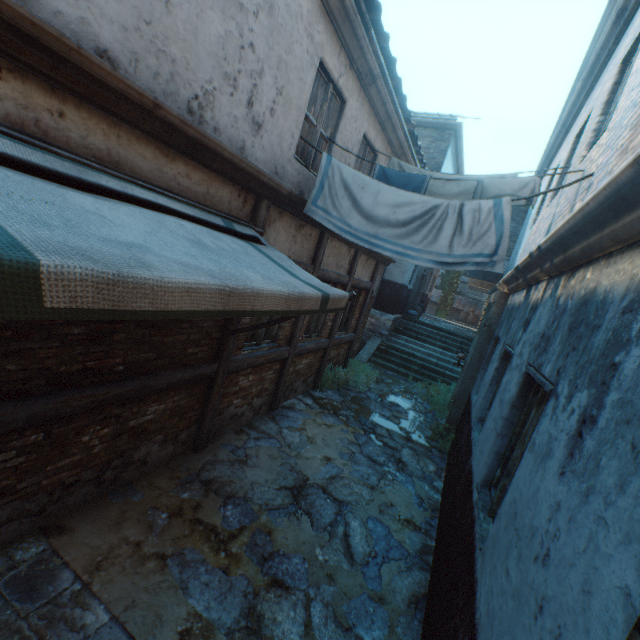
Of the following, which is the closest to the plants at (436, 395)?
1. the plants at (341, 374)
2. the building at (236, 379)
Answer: the plants at (341, 374)

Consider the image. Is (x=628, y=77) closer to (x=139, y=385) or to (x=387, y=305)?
(x=139, y=385)

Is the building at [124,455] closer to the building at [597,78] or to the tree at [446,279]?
the building at [597,78]

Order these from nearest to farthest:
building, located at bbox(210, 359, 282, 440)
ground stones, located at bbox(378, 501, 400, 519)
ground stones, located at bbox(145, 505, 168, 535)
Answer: ground stones, located at bbox(145, 505, 168, 535), ground stones, located at bbox(378, 501, 400, 519), building, located at bbox(210, 359, 282, 440)

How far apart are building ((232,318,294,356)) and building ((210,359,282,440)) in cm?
24

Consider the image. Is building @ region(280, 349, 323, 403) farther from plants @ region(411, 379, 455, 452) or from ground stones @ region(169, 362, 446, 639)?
plants @ region(411, 379, 455, 452)

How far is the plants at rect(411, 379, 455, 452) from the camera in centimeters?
721cm

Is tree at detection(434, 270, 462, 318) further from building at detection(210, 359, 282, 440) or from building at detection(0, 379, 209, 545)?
building at detection(0, 379, 209, 545)
